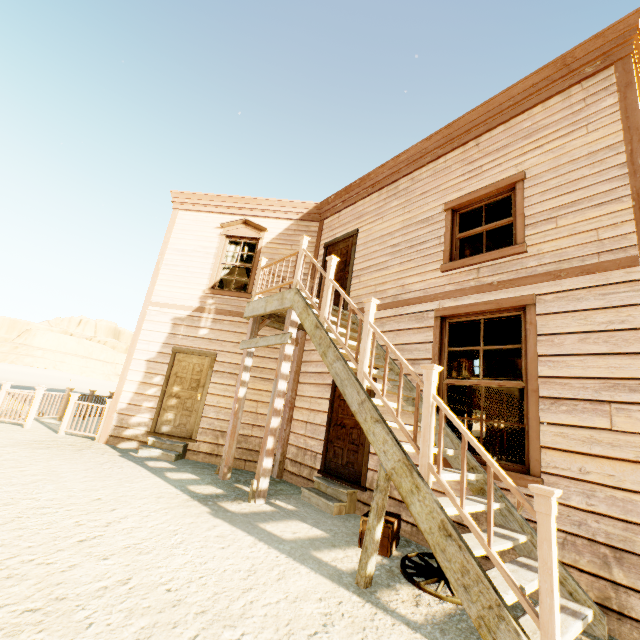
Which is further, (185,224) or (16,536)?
(185,224)

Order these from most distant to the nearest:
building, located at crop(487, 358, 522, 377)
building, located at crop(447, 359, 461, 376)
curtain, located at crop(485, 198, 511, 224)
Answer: building, located at crop(447, 359, 461, 376) < building, located at crop(487, 358, 522, 377) < curtain, located at crop(485, 198, 511, 224)

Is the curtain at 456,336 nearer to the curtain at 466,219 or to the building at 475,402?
the building at 475,402

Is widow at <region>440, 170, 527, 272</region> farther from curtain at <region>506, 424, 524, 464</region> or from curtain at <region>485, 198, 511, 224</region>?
curtain at <region>506, 424, 524, 464</region>

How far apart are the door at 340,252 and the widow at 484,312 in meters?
2.1 m

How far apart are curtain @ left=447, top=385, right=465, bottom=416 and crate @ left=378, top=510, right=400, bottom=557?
1.09m

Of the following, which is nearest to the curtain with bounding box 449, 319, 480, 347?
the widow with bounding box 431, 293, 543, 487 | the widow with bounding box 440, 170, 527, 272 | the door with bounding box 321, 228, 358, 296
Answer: the widow with bounding box 431, 293, 543, 487

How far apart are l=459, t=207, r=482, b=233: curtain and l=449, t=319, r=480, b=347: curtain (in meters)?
1.44
